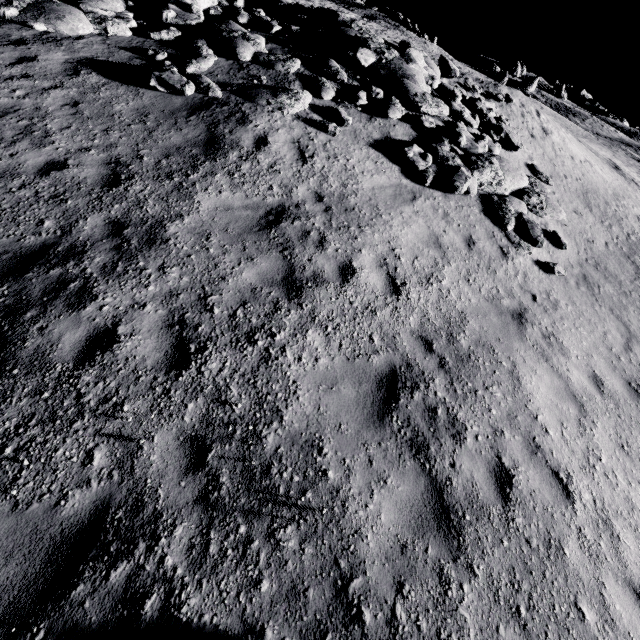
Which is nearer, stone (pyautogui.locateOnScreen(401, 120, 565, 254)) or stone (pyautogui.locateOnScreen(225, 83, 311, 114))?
stone (pyautogui.locateOnScreen(225, 83, 311, 114))

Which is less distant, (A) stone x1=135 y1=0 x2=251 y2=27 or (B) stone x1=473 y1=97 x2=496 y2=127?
(A) stone x1=135 y1=0 x2=251 y2=27

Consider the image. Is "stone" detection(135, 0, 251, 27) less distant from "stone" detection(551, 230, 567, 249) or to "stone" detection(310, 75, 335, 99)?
"stone" detection(310, 75, 335, 99)

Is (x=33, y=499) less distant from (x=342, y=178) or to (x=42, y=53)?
(x=342, y=178)

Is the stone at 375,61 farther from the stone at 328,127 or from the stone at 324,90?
the stone at 328,127

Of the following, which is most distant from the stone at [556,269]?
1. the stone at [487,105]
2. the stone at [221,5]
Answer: the stone at [221,5]

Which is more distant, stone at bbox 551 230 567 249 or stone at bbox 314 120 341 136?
stone at bbox 551 230 567 249

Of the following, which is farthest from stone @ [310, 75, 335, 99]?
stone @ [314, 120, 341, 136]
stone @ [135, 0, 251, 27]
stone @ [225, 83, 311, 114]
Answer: stone @ [135, 0, 251, 27]
